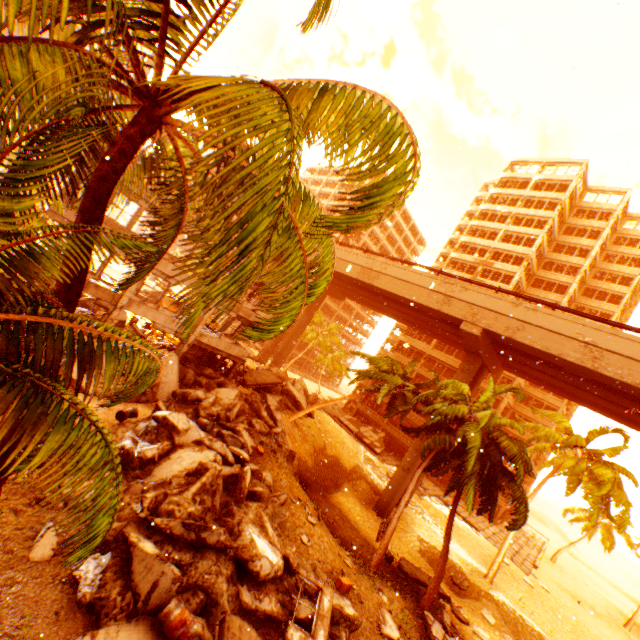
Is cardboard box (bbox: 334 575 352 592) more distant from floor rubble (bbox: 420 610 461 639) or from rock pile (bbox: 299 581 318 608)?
floor rubble (bbox: 420 610 461 639)

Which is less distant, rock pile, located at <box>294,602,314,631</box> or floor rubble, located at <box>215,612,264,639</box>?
floor rubble, located at <box>215,612,264,639</box>

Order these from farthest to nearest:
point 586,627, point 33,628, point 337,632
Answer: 1. point 586,627
2. point 337,632
3. point 33,628

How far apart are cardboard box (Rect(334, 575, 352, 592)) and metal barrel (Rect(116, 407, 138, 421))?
11.3m

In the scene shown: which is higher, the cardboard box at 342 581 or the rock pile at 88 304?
the rock pile at 88 304

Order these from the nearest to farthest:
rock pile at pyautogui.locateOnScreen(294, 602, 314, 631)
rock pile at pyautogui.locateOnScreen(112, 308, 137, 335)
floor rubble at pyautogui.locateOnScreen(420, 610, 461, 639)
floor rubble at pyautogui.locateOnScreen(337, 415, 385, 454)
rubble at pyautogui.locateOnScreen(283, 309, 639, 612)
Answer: rock pile at pyautogui.locateOnScreen(294, 602, 314, 631)
floor rubble at pyautogui.locateOnScreen(420, 610, 461, 639)
rubble at pyautogui.locateOnScreen(283, 309, 639, 612)
rock pile at pyautogui.locateOnScreen(112, 308, 137, 335)
floor rubble at pyautogui.locateOnScreen(337, 415, 385, 454)

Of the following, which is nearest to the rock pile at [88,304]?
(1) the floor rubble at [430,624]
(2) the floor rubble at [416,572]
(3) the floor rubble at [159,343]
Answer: (3) the floor rubble at [159,343]

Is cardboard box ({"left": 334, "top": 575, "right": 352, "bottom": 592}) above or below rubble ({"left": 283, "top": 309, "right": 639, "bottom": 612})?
below
